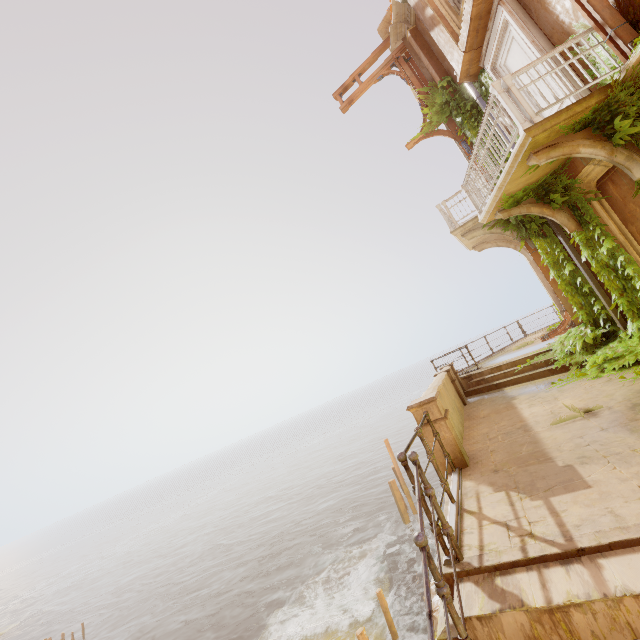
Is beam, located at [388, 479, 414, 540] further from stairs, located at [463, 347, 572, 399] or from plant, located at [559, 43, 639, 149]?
plant, located at [559, 43, 639, 149]

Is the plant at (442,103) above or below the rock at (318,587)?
above

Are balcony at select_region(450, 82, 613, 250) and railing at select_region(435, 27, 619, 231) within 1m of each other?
yes

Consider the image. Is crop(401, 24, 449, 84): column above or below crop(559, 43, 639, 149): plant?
above

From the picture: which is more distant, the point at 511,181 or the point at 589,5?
the point at 511,181

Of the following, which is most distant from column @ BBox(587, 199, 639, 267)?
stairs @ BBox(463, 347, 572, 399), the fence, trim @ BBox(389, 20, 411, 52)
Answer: trim @ BBox(389, 20, 411, 52)

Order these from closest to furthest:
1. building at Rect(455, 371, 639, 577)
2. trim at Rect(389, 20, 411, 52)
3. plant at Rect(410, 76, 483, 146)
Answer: building at Rect(455, 371, 639, 577)
plant at Rect(410, 76, 483, 146)
trim at Rect(389, 20, 411, 52)

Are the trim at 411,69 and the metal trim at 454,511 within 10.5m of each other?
no
